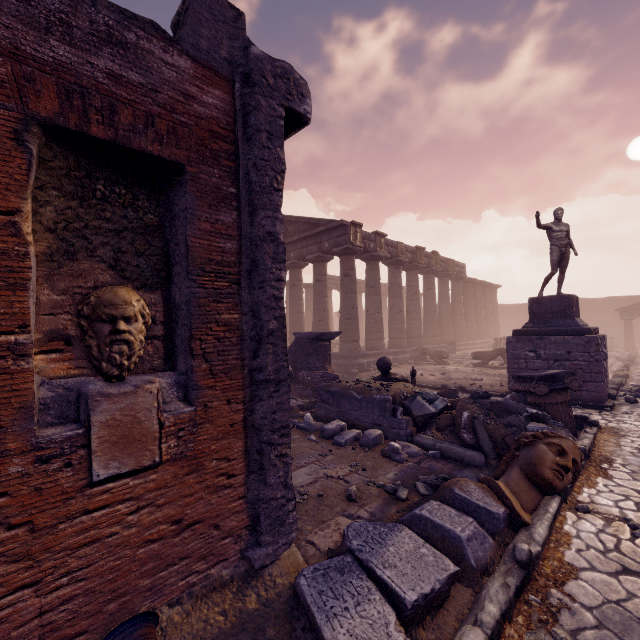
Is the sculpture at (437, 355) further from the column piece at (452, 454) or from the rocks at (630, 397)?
the column piece at (452, 454)

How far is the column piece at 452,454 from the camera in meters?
5.2 m

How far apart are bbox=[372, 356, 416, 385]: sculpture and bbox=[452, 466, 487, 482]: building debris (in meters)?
2.83

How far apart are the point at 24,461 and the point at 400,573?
2.79m

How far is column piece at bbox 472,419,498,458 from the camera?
5.3m

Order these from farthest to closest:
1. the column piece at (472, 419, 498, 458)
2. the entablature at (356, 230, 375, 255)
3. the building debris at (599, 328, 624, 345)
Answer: the building debris at (599, 328, 624, 345), the entablature at (356, 230, 375, 255), the column piece at (472, 419, 498, 458)

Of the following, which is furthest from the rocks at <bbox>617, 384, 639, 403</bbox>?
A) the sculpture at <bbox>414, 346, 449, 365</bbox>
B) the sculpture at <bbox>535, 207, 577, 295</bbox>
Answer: the sculpture at <bbox>414, 346, 449, 365</bbox>

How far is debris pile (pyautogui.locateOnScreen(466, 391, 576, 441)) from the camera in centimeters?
593cm
